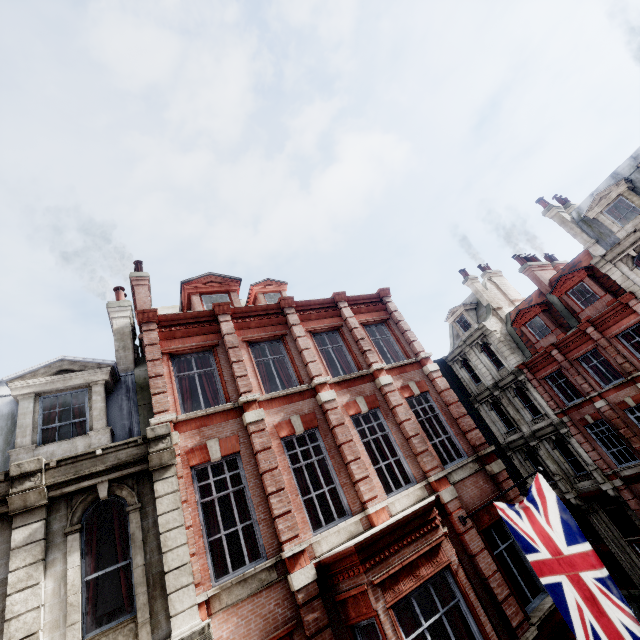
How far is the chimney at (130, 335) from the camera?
11.2m

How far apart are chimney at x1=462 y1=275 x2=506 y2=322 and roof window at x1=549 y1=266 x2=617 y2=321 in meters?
5.7

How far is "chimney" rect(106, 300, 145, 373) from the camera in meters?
11.2 m

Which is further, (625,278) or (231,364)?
(625,278)

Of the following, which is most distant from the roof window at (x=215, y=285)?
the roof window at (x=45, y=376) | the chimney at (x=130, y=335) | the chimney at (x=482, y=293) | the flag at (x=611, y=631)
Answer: the chimney at (x=482, y=293)

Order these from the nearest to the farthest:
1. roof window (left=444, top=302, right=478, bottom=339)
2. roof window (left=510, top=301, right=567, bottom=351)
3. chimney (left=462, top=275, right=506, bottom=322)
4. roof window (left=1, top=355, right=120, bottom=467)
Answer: roof window (left=1, top=355, right=120, bottom=467) → roof window (left=510, top=301, right=567, bottom=351) → chimney (left=462, top=275, right=506, bottom=322) → roof window (left=444, top=302, right=478, bottom=339)

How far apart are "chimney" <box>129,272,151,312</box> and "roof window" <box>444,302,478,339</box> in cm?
2435

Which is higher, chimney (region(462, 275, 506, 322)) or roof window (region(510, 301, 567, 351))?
chimney (region(462, 275, 506, 322))
